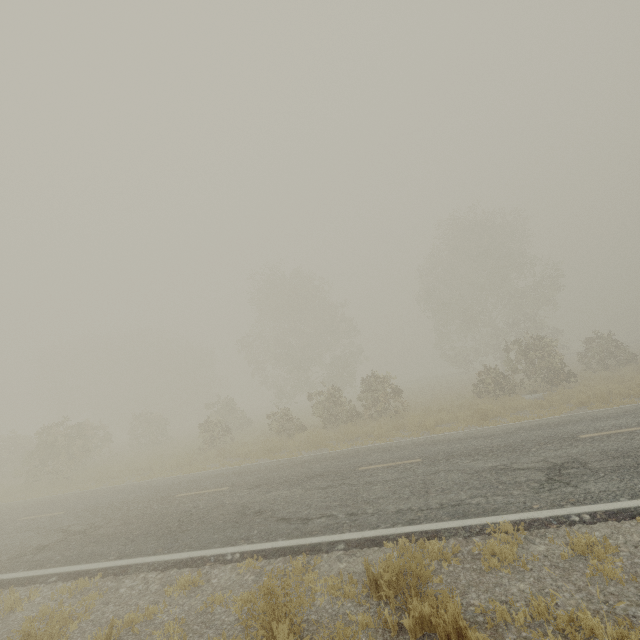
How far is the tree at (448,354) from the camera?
19.2m

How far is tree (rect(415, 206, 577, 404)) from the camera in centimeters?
1920cm

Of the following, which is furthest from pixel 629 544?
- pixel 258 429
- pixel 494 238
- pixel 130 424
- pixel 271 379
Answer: pixel 271 379
